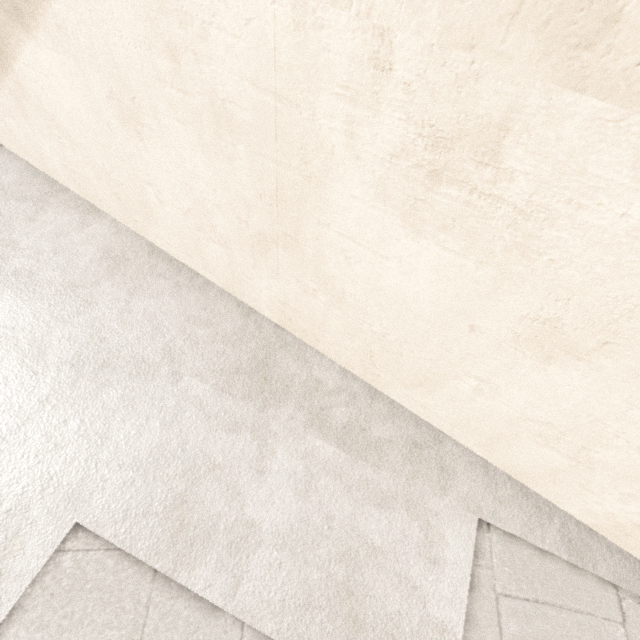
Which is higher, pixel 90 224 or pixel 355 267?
pixel 355 267
